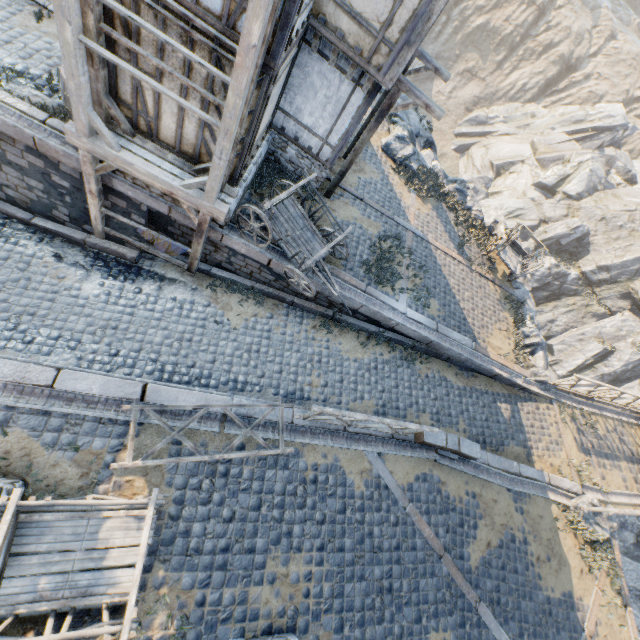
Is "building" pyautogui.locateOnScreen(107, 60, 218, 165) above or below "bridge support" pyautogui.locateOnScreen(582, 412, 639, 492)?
above

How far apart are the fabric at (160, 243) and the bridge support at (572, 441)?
14.4m

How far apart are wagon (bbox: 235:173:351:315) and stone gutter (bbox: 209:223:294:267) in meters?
0.0

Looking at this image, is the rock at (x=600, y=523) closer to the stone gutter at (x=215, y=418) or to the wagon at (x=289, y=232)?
the wagon at (x=289, y=232)

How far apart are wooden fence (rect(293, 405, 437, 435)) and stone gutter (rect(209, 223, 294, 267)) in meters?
4.0 m

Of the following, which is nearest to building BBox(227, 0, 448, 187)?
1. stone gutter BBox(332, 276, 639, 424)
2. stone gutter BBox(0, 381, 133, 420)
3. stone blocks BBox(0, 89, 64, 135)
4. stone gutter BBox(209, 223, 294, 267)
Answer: stone gutter BBox(209, 223, 294, 267)

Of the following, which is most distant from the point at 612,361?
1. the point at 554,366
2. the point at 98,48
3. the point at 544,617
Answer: the point at 98,48

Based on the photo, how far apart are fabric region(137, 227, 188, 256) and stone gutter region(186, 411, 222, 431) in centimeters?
434cm
